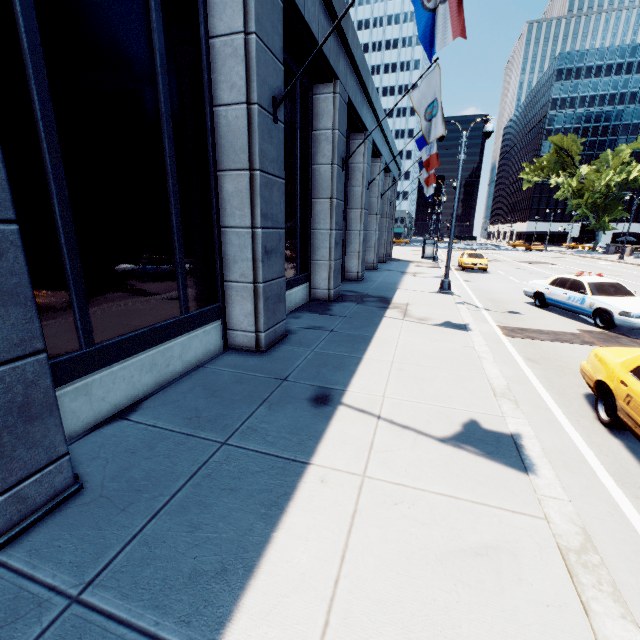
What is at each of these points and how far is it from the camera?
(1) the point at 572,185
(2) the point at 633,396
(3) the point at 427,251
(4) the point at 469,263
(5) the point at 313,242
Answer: (1) tree, 50.9m
(2) vehicle, 4.5m
(3) bus stop, 34.8m
(4) vehicle, 24.9m
(5) building, 12.6m

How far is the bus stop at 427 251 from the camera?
34.5m

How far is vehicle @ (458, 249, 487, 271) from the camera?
24.65m

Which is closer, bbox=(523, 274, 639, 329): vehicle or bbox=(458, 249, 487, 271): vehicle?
bbox=(523, 274, 639, 329): vehicle

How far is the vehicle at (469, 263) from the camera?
24.65m

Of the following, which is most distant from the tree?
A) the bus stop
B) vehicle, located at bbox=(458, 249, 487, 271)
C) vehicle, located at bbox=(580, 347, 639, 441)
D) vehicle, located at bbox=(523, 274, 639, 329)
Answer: the bus stop

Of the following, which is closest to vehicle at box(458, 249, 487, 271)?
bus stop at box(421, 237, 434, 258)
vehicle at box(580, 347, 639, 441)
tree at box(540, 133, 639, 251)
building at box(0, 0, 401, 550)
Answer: bus stop at box(421, 237, 434, 258)

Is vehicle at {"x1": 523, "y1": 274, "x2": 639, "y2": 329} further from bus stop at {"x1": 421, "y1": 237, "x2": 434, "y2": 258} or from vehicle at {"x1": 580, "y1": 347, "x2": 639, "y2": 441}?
bus stop at {"x1": 421, "y1": 237, "x2": 434, "y2": 258}
